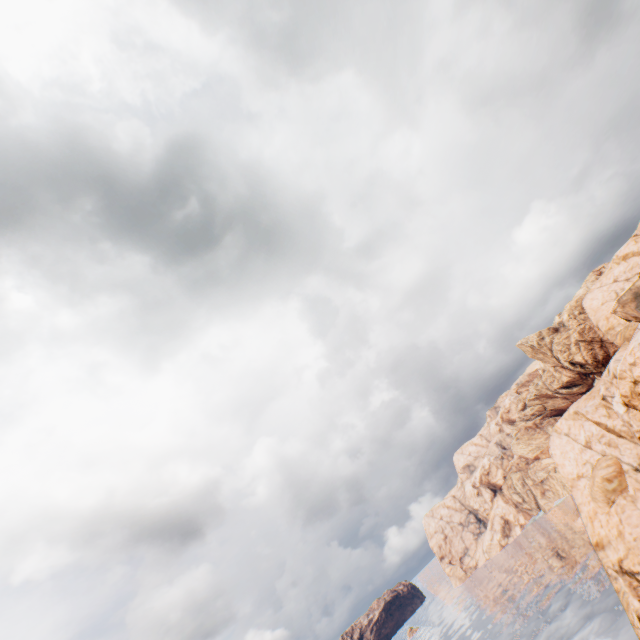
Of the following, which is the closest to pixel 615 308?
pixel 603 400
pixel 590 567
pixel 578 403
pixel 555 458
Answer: pixel 603 400
